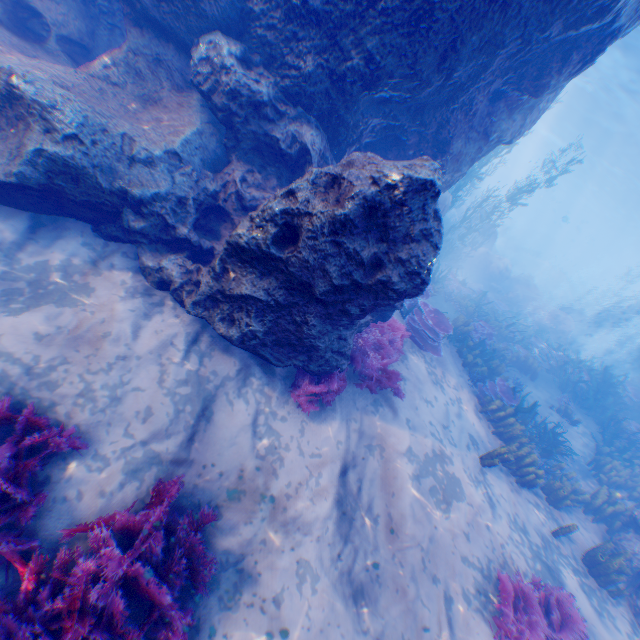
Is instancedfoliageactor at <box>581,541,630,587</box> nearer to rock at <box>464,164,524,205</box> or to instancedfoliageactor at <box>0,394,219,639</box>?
rock at <box>464,164,524,205</box>

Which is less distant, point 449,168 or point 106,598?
point 106,598

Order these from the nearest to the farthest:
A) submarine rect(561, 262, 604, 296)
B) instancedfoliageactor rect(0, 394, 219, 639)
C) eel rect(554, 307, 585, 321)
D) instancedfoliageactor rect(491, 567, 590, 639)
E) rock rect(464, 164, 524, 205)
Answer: instancedfoliageactor rect(0, 394, 219, 639), instancedfoliageactor rect(491, 567, 590, 639), eel rect(554, 307, 585, 321), rock rect(464, 164, 524, 205), submarine rect(561, 262, 604, 296)

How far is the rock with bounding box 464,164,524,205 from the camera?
47.2m

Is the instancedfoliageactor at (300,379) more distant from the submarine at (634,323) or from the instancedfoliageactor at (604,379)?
the submarine at (634,323)

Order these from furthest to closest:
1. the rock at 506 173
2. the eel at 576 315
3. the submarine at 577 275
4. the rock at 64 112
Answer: the submarine at 577 275 < the rock at 506 173 < the eel at 576 315 < the rock at 64 112

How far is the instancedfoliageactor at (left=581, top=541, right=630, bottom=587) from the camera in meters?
6.7
